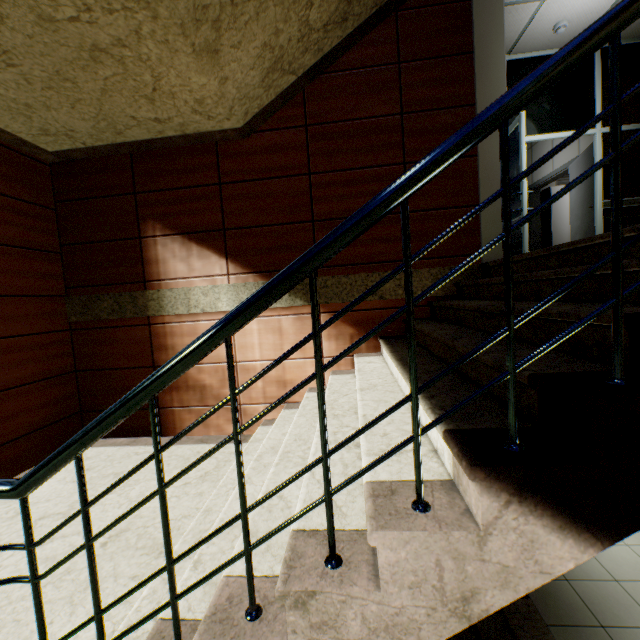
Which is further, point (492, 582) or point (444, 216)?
point (444, 216)

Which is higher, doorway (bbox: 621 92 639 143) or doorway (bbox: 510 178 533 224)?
doorway (bbox: 621 92 639 143)

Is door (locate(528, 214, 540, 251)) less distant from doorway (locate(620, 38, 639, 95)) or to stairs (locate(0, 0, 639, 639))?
doorway (locate(620, 38, 639, 95))

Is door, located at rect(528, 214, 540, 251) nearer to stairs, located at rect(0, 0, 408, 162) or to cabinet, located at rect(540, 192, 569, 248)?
cabinet, located at rect(540, 192, 569, 248)

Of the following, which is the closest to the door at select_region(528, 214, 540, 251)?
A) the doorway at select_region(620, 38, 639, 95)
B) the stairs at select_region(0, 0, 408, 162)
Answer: the doorway at select_region(620, 38, 639, 95)

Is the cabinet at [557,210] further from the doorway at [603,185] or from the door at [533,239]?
the doorway at [603,185]

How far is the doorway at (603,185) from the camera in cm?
496
